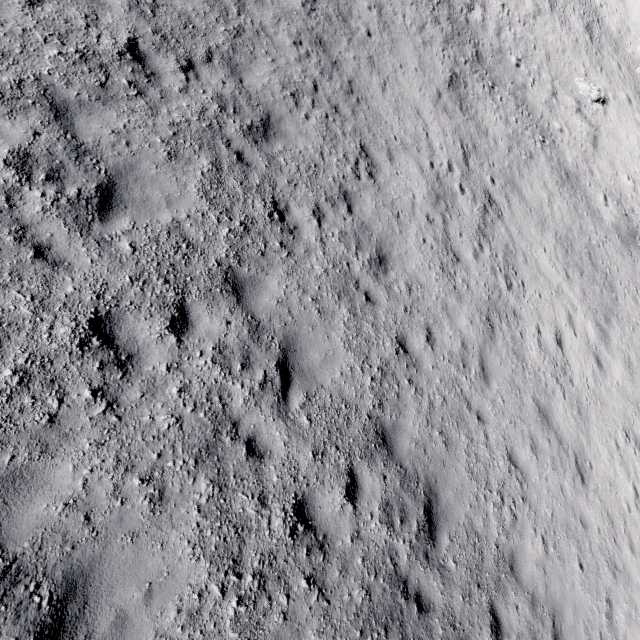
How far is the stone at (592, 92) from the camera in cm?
1877

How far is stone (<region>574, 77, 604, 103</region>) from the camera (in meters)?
18.77

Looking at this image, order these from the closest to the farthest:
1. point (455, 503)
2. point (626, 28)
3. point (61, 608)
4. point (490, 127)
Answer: point (61, 608) < point (455, 503) < point (490, 127) < point (626, 28)
